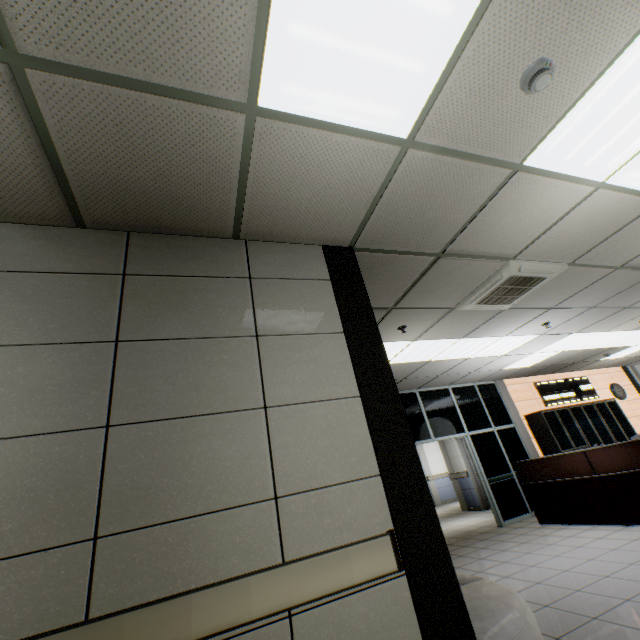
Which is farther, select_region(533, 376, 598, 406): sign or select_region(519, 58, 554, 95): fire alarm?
select_region(533, 376, 598, 406): sign

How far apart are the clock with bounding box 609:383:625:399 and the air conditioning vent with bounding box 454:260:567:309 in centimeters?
943cm

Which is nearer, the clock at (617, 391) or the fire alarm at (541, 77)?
the fire alarm at (541, 77)

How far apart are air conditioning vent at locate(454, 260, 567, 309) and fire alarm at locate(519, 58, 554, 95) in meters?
2.1 m

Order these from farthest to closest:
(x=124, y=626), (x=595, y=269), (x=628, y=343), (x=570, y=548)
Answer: (x=628, y=343) < (x=570, y=548) < (x=595, y=269) < (x=124, y=626)

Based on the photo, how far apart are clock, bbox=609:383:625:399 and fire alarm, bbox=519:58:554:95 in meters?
12.7 m

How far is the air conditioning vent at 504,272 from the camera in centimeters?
373cm

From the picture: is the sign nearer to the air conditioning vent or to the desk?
the desk
